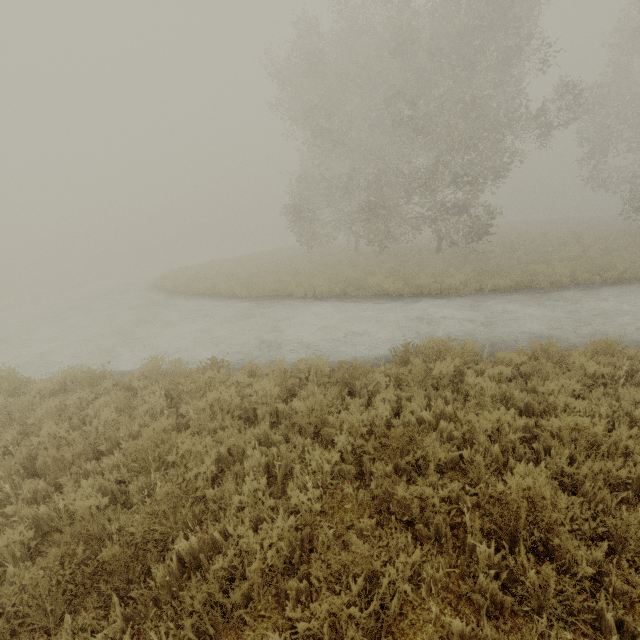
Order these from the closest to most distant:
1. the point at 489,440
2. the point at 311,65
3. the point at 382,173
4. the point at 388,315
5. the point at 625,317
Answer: the point at 489,440 < the point at 625,317 < the point at 388,315 < the point at 382,173 < the point at 311,65

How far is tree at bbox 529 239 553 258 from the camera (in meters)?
17.14

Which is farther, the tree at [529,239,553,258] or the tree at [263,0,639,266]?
the tree at [529,239,553,258]

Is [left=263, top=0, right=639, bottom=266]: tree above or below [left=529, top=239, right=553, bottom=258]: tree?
above

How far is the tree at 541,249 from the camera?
17.14m
